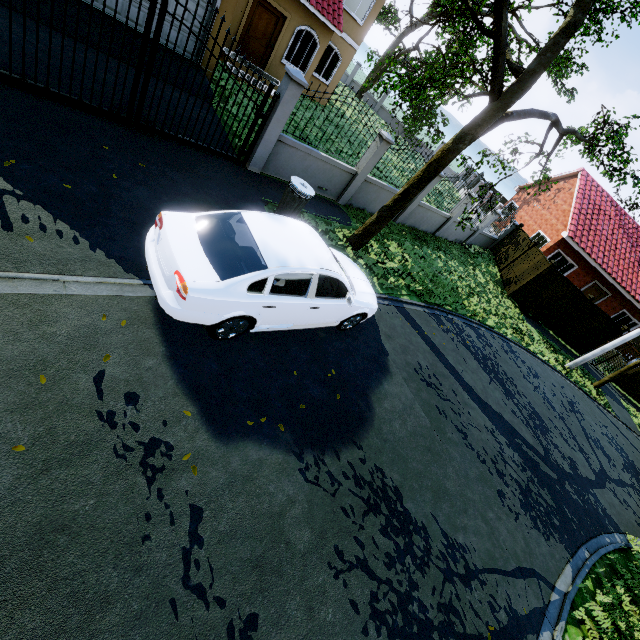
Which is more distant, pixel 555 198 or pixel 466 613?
pixel 555 198

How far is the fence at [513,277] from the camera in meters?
16.7 m

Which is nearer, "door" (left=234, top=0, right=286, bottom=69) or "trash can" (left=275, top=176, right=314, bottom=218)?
"trash can" (left=275, top=176, right=314, bottom=218)

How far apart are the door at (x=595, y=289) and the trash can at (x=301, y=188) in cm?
2301

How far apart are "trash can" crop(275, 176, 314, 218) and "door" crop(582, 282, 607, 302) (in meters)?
23.01

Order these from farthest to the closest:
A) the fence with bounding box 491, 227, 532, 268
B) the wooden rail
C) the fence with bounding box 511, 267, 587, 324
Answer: the wooden rail < the fence with bounding box 491, 227, 532, 268 < the fence with bounding box 511, 267, 587, 324

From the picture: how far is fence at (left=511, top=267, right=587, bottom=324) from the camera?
16.31m

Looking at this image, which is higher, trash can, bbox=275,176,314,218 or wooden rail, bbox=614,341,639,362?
wooden rail, bbox=614,341,639,362
